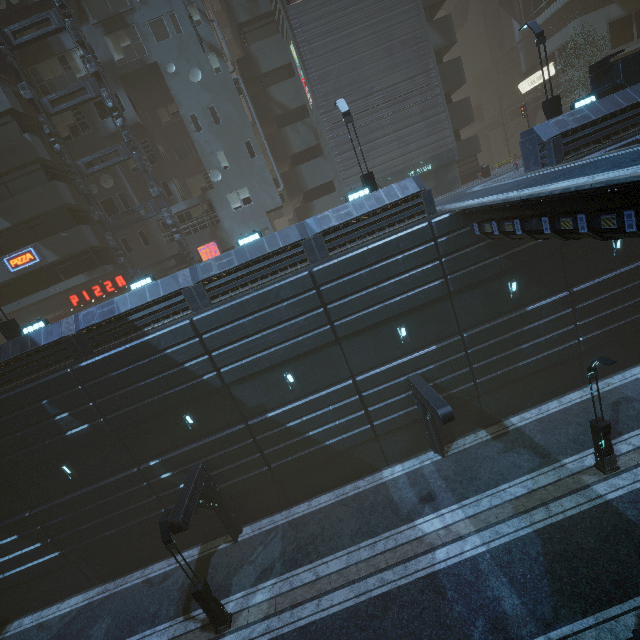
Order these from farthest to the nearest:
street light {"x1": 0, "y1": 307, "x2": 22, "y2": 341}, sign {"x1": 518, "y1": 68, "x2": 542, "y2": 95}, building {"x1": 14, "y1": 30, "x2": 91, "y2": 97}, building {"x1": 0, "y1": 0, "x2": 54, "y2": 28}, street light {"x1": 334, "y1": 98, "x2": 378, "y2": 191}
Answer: sign {"x1": 518, "y1": 68, "x2": 542, "y2": 95} → building {"x1": 14, "y1": 30, "x2": 91, "y2": 97} → building {"x1": 0, "y1": 0, "x2": 54, "y2": 28} → street light {"x1": 0, "y1": 307, "x2": 22, "y2": 341} → street light {"x1": 334, "y1": 98, "x2": 378, "y2": 191}

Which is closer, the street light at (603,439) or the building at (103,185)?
the street light at (603,439)

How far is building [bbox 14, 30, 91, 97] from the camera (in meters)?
21.75

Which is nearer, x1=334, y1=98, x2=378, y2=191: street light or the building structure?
x1=334, y1=98, x2=378, y2=191: street light

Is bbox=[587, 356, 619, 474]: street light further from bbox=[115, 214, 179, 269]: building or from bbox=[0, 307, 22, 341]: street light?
bbox=[0, 307, 22, 341]: street light

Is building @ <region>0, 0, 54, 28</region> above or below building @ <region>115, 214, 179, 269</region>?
above

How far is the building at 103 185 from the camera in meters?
24.0

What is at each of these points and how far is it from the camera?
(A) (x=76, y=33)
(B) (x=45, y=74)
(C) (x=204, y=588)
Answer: (A) building structure, 20.0 meters
(B) building, 22.2 meters
(C) street light, 12.8 meters
